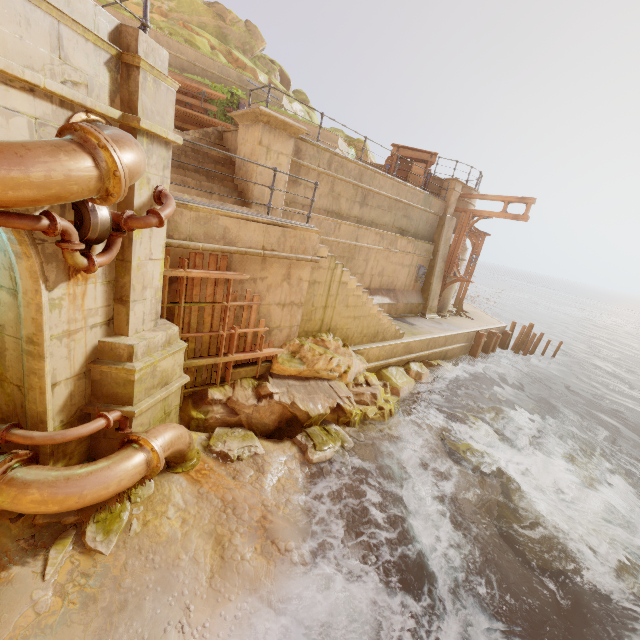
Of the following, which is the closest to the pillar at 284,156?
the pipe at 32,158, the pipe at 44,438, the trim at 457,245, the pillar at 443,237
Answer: the pipe at 32,158

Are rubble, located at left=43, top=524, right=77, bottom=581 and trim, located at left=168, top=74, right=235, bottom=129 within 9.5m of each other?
no

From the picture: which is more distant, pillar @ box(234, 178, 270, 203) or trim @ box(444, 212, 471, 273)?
trim @ box(444, 212, 471, 273)

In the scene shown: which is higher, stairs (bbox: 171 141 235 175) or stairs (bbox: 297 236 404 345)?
stairs (bbox: 171 141 235 175)

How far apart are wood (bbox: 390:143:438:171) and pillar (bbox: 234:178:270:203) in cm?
713

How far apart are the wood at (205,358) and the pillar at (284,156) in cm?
299

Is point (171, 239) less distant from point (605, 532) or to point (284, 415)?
point (284, 415)

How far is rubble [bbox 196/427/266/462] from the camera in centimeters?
635cm
